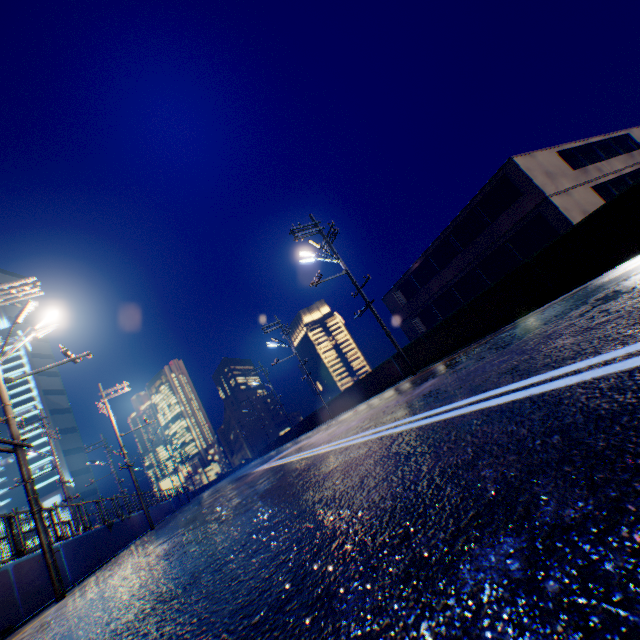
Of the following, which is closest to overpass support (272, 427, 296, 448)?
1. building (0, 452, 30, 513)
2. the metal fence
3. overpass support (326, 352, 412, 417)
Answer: the metal fence

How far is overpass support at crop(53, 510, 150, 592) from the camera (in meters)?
9.77

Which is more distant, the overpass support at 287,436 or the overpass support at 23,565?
the overpass support at 287,436

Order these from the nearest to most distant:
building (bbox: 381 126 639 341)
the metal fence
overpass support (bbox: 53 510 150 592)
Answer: the metal fence < overpass support (bbox: 53 510 150 592) < building (bbox: 381 126 639 341)

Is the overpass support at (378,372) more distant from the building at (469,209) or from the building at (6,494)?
the building at (6,494)

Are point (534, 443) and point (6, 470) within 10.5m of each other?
no

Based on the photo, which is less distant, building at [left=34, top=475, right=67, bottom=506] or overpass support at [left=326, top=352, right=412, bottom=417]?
overpass support at [left=326, top=352, right=412, bottom=417]
